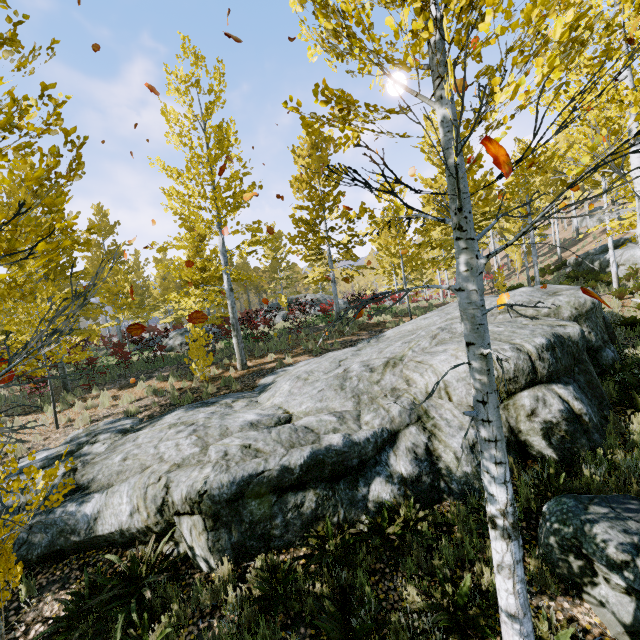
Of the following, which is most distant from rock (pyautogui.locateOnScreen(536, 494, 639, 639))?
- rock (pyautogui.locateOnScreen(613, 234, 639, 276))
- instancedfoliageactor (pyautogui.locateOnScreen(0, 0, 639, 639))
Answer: rock (pyautogui.locateOnScreen(613, 234, 639, 276))

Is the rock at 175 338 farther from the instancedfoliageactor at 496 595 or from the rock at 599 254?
the rock at 599 254

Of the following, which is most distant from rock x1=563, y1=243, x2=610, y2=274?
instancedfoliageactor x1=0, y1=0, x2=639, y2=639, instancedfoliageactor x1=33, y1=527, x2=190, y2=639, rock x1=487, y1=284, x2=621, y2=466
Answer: instancedfoliageactor x1=33, y1=527, x2=190, y2=639

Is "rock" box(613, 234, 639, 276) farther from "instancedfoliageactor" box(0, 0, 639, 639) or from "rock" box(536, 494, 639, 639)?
"rock" box(536, 494, 639, 639)

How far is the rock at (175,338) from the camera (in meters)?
17.80

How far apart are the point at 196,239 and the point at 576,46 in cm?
1526

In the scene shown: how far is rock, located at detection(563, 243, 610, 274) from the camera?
18.4 meters
